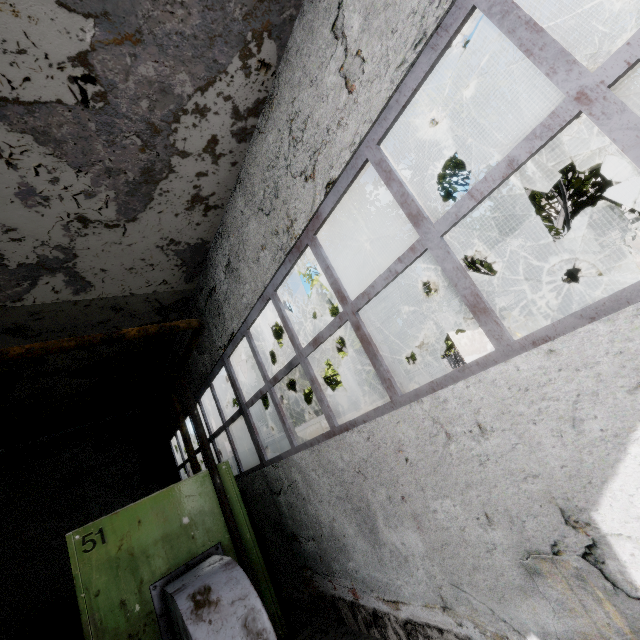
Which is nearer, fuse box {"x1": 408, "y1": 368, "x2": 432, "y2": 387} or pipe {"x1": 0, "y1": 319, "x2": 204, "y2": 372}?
pipe {"x1": 0, "y1": 319, "x2": 204, "y2": 372}

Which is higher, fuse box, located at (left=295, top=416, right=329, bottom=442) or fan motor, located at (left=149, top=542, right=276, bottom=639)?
fuse box, located at (left=295, top=416, right=329, bottom=442)

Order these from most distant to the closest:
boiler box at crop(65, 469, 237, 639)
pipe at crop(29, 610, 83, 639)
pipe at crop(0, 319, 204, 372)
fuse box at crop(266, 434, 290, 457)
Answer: fuse box at crop(266, 434, 290, 457), pipe at crop(29, 610, 83, 639), boiler box at crop(65, 469, 237, 639), pipe at crop(0, 319, 204, 372)

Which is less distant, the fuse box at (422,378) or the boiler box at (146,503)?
the boiler box at (146,503)

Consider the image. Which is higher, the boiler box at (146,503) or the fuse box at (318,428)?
the fuse box at (318,428)

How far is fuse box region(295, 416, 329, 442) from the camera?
16.8 meters

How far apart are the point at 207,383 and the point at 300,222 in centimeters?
553cm

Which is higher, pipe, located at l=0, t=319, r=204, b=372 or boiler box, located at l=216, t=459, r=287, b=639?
pipe, located at l=0, t=319, r=204, b=372
